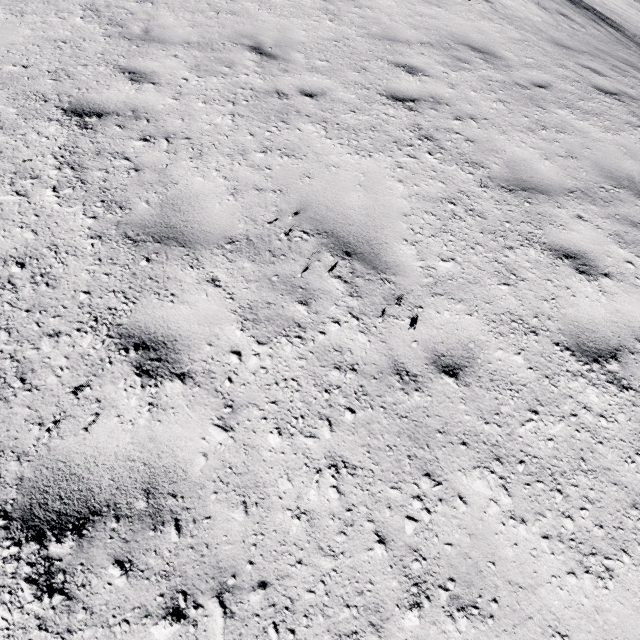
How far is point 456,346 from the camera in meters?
2.7 m
